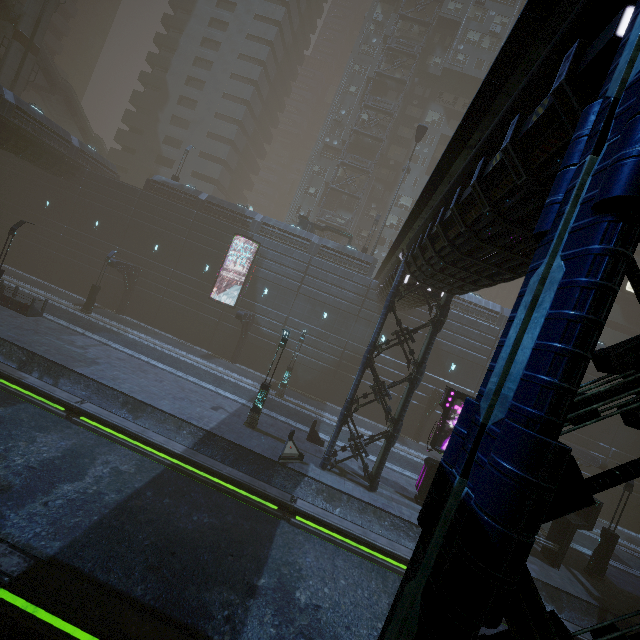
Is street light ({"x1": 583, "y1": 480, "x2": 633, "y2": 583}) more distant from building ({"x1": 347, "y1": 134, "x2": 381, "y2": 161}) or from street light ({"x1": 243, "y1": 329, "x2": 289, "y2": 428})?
street light ({"x1": 243, "y1": 329, "x2": 289, "y2": 428})

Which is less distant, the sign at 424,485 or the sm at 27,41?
the sign at 424,485

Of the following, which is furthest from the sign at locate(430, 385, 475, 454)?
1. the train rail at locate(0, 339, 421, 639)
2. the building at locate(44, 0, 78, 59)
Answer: the building at locate(44, 0, 78, 59)

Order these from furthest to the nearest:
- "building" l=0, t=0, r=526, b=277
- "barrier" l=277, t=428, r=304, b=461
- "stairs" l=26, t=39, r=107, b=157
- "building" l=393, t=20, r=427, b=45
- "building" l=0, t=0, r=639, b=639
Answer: "building" l=393, t=20, r=427, b=45 < "stairs" l=26, t=39, r=107, b=157 < "building" l=0, t=0, r=526, b=277 < "barrier" l=277, t=428, r=304, b=461 < "building" l=0, t=0, r=639, b=639

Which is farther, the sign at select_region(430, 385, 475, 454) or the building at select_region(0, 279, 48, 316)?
the building at select_region(0, 279, 48, 316)

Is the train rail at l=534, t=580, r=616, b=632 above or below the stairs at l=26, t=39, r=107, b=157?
below

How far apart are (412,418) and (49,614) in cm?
2627

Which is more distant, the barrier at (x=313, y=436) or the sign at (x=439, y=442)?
the barrier at (x=313, y=436)
